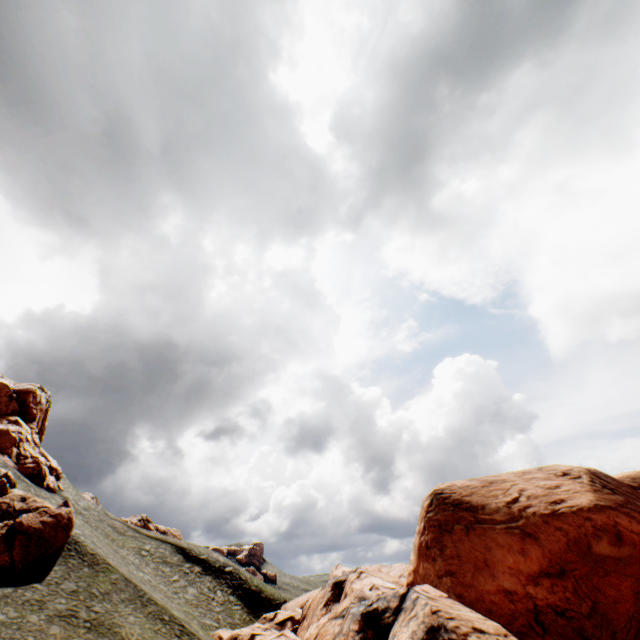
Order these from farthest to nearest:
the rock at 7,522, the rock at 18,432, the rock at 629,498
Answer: the rock at 18,432 → the rock at 7,522 → the rock at 629,498

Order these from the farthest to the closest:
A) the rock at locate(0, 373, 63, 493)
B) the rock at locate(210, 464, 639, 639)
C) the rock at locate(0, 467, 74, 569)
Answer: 1. the rock at locate(0, 373, 63, 493)
2. the rock at locate(0, 467, 74, 569)
3. the rock at locate(210, 464, 639, 639)

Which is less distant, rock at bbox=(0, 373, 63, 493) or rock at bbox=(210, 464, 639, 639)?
rock at bbox=(210, 464, 639, 639)

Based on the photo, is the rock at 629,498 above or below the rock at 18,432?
below

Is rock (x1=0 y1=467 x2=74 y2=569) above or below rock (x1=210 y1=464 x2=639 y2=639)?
above

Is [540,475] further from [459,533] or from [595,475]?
[459,533]
